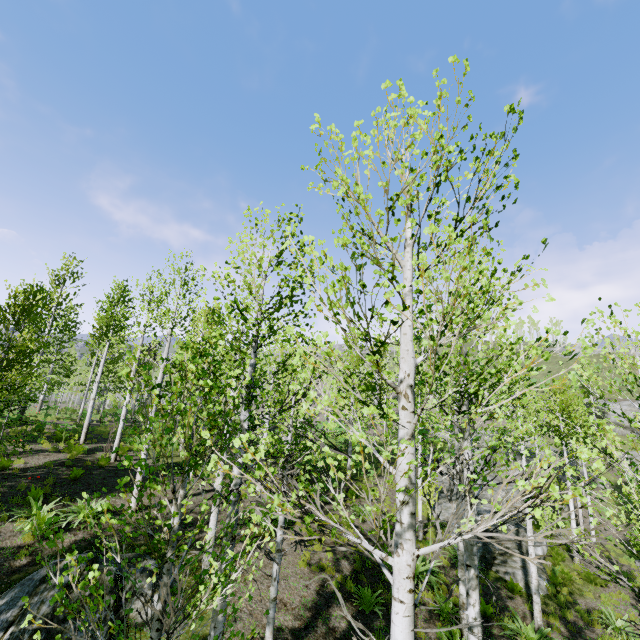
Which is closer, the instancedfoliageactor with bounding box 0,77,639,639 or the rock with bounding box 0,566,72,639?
the instancedfoliageactor with bounding box 0,77,639,639

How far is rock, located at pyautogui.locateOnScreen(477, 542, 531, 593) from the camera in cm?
1279

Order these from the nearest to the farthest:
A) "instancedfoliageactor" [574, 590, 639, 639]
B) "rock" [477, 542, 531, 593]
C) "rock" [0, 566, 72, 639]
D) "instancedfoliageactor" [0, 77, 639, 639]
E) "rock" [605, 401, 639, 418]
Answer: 1. "instancedfoliageactor" [0, 77, 639, 639]
2. "rock" [0, 566, 72, 639]
3. "instancedfoliageactor" [574, 590, 639, 639]
4. "rock" [477, 542, 531, 593]
5. "rock" [605, 401, 639, 418]

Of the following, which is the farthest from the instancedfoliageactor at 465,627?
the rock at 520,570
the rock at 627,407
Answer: the rock at 627,407

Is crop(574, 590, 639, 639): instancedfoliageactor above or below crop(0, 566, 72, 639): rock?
below

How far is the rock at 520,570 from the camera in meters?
12.8 m

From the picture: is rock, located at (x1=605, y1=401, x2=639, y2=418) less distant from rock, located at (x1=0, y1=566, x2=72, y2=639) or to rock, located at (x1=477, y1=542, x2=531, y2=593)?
rock, located at (x1=477, y1=542, x2=531, y2=593)

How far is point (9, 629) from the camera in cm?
577
